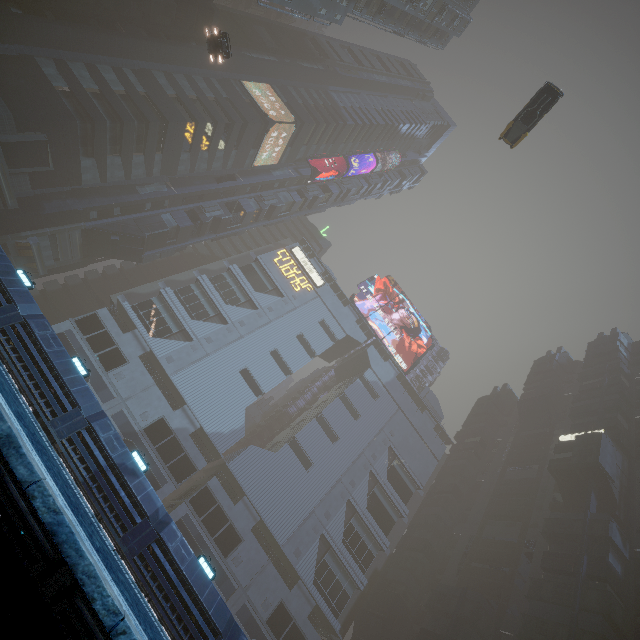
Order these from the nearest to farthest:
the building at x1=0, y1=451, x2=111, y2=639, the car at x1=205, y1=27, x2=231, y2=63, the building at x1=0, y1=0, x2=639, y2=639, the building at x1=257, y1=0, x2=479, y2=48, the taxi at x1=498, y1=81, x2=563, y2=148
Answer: the building at x1=0, y1=451, x2=111, y2=639 < the building at x1=0, y1=0, x2=639, y2=639 < the taxi at x1=498, y1=81, x2=563, y2=148 < the car at x1=205, y1=27, x2=231, y2=63 < the building at x1=257, y1=0, x2=479, y2=48

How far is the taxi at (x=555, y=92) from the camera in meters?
23.7 m

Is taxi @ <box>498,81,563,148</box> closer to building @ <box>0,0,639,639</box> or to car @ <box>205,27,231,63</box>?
car @ <box>205,27,231,63</box>

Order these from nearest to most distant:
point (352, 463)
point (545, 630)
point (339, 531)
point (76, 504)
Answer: point (76, 504), point (545, 630), point (339, 531), point (352, 463)

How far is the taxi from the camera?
23.67m

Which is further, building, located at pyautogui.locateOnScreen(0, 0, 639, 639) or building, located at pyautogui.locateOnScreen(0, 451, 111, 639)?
building, located at pyautogui.locateOnScreen(0, 0, 639, 639)

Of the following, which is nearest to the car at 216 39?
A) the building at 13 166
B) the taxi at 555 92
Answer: the building at 13 166
